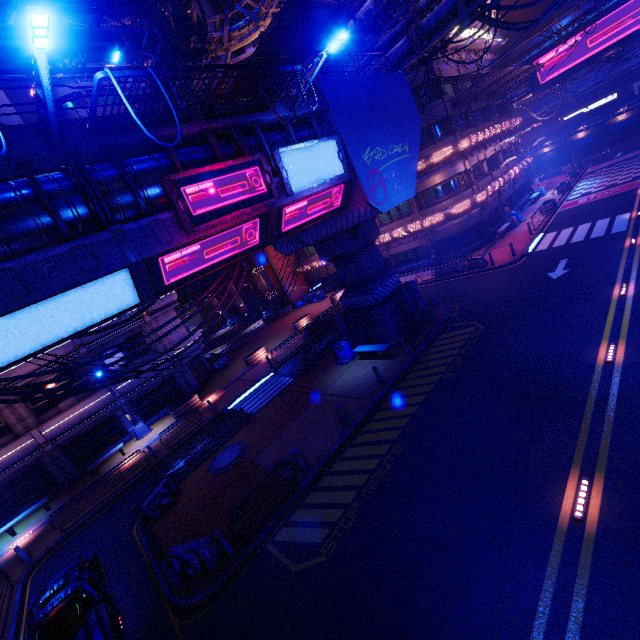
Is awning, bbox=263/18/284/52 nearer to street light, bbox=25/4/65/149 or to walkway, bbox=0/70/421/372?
walkway, bbox=0/70/421/372

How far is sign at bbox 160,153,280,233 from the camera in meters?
9.0 m

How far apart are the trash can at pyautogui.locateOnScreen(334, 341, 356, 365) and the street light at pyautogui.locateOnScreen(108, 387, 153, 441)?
16.0m

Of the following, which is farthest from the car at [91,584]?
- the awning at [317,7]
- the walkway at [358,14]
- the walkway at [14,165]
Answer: the walkway at [358,14]

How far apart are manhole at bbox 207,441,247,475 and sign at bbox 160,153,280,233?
11.1 meters

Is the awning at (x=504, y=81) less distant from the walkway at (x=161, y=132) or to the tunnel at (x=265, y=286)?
the walkway at (x=161, y=132)

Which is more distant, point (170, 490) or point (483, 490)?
point (170, 490)

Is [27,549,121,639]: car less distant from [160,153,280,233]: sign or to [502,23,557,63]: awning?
[160,153,280,233]: sign
